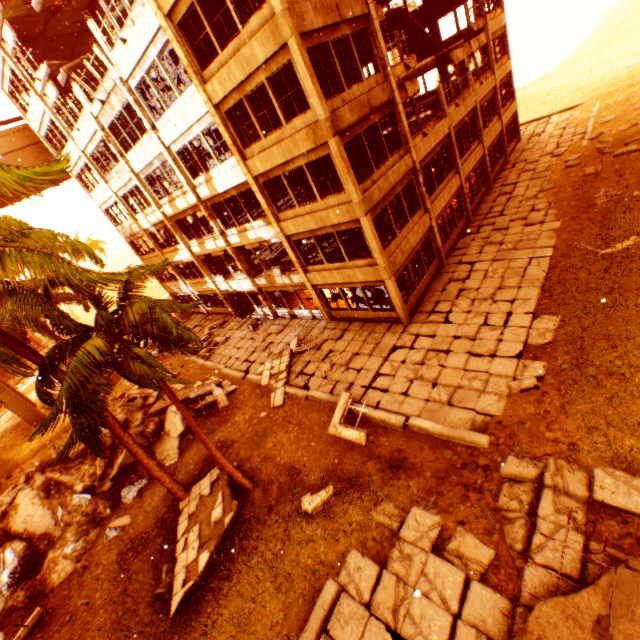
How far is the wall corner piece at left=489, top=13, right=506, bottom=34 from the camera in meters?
22.1 m

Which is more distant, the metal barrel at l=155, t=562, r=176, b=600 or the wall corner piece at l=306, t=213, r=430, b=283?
the wall corner piece at l=306, t=213, r=430, b=283

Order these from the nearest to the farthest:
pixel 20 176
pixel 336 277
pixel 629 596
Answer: pixel 629 596 → pixel 20 176 → pixel 336 277

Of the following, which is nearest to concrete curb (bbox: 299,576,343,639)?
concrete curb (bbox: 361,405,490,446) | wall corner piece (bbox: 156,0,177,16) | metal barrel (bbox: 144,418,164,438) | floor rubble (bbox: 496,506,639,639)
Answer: concrete curb (bbox: 361,405,490,446)

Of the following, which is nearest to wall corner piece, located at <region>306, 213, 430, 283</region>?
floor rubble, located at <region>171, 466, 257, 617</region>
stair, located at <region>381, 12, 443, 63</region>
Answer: floor rubble, located at <region>171, 466, 257, 617</region>

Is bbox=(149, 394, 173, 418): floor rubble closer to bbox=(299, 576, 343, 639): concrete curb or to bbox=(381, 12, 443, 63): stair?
bbox=(299, 576, 343, 639): concrete curb

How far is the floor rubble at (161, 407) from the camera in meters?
16.7

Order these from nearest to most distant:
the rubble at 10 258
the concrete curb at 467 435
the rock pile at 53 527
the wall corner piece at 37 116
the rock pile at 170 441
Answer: the rubble at 10 258 < the concrete curb at 467 435 < the rock pile at 53 527 < the rock pile at 170 441 < the wall corner piece at 37 116
